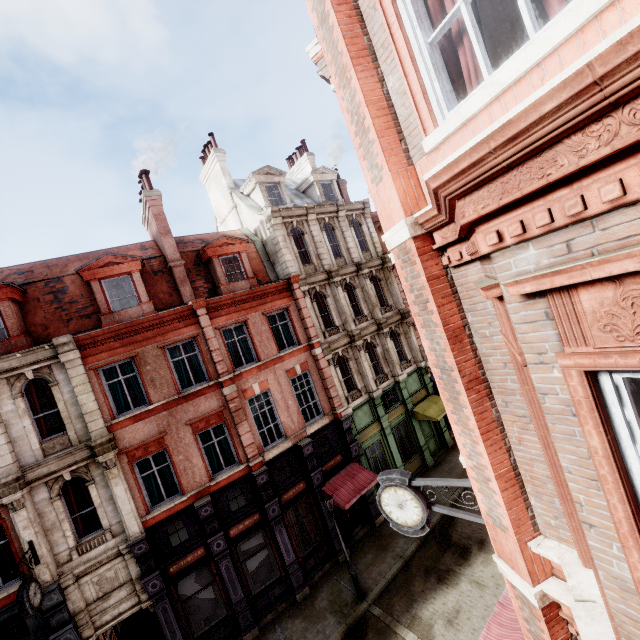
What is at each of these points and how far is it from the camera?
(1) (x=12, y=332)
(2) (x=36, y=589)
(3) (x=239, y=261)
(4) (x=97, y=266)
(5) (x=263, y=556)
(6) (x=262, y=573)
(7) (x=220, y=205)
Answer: (1) roof window, 12.2m
(2) clock, 10.1m
(3) roof window, 17.1m
(4) roof window, 13.6m
(5) sign, 14.4m
(6) sign, 14.3m
(7) chimney, 21.8m

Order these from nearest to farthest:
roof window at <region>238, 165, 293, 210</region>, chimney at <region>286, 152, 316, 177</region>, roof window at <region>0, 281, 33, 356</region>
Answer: roof window at <region>0, 281, 33, 356</region> < roof window at <region>238, 165, 293, 210</region> < chimney at <region>286, 152, 316, 177</region>

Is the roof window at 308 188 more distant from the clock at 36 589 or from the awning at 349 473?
the clock at 36 589

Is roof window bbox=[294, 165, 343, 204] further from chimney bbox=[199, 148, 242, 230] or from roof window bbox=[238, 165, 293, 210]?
chimney bbox=[199, 148, 242, 230]

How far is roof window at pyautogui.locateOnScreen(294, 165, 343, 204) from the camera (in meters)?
21.86

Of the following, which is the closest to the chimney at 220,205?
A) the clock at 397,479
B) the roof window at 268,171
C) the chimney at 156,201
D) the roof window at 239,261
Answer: the roof window at 268,171

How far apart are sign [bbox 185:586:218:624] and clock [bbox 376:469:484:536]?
10.46m

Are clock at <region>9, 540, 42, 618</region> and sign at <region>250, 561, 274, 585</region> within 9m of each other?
yes
